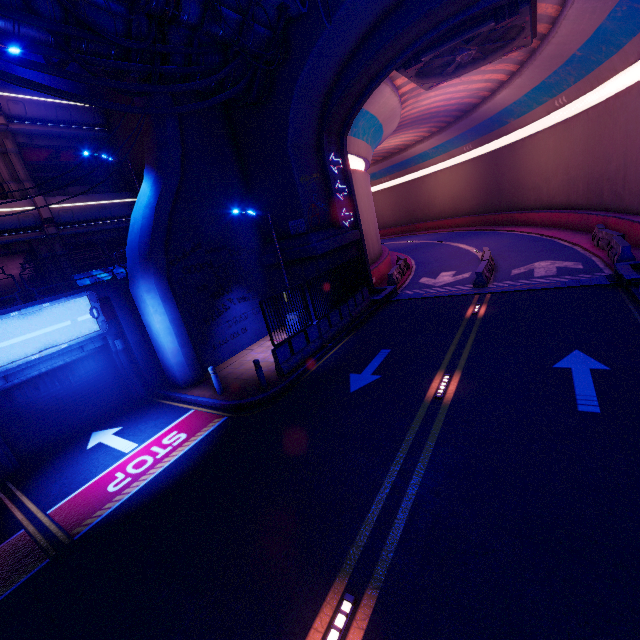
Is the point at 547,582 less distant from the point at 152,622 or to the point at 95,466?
the point at 152,622

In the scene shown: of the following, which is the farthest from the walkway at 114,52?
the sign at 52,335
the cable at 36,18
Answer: the sign at 52,335

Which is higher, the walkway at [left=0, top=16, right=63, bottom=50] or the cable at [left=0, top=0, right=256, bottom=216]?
the walkway at [left=0, top=16, right=63, bottom=50]

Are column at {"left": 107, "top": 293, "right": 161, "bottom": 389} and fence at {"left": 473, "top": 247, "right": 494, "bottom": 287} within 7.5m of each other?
no

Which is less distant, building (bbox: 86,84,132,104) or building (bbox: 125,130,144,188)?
building (bbox: 86,84,132,104)

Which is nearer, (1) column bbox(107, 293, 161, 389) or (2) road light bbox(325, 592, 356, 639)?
(2) road light bbox(325, 592, 356, 639)

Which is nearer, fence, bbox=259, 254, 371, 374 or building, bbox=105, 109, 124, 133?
fence, bbox=259, 254, 371, 374

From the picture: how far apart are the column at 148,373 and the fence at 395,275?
13.7m
